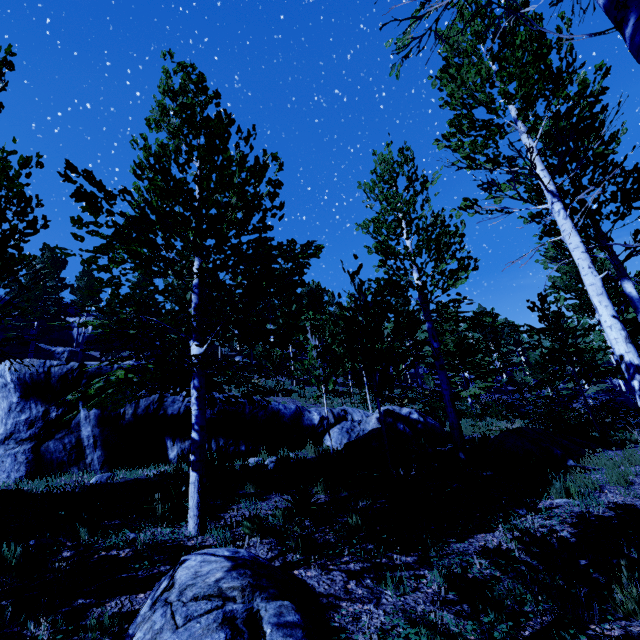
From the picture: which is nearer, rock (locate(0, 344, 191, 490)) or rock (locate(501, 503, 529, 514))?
rock (locate(501, 503, 529, 514))

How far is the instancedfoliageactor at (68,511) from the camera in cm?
442

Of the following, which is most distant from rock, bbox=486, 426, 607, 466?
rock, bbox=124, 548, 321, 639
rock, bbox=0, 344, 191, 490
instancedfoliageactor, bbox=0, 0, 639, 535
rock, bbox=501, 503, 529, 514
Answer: rock, bbox=124, 548, 321, 639

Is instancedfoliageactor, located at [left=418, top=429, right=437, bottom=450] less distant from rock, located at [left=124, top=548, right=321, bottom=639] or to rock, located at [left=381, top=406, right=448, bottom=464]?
rock, located at [left=381, top=406, right=448, bottom=464]

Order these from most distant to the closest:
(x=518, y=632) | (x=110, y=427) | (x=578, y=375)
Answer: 1. (x=578, y=375)
2. (x=110, y=427)
3. (x=518, y=632)

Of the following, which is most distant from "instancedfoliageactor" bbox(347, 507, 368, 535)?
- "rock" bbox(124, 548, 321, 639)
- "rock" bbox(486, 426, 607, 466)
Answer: "rock" bbox(124, 548, 321, 639)

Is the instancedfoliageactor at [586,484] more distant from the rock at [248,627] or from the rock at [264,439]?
the rock at [248,627]

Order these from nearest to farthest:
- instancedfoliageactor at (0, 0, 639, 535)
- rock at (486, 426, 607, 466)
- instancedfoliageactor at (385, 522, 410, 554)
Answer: instancedfoliageactor at (385, 522, 410, 554) < instancedfoliageactor at (0, 0, 639, 535) < rock at (486, 426, 607, 466)
